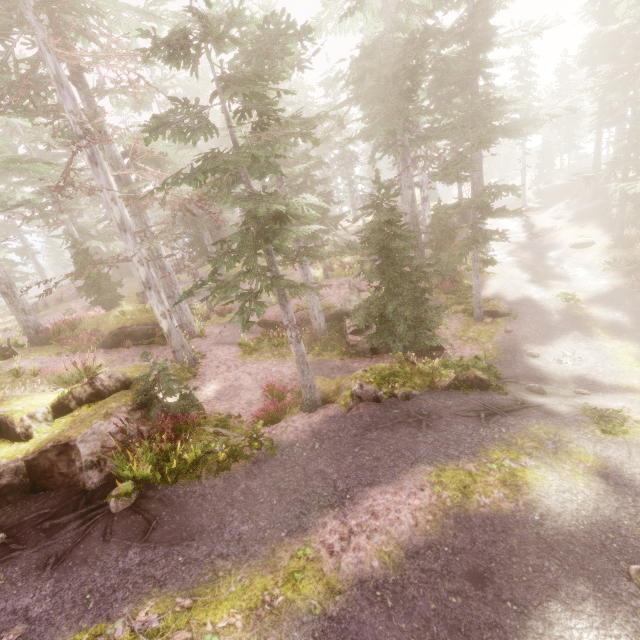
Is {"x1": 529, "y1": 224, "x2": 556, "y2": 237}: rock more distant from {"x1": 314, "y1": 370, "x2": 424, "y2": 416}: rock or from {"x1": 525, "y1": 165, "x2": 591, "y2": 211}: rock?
{"x1": 314, "y1": 370, "x2": 424, "y2": 416}: rock

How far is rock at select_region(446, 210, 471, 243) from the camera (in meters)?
30.25

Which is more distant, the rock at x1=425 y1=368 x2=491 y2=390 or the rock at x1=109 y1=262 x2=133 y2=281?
the rock at x1=109 y1=262 x2=133 y2=281

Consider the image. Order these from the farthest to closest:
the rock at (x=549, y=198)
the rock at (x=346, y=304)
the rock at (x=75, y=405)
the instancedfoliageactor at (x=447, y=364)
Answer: the rock at (x=549, y=198)
the rock at (x=346, y=304)
the instancedfoliageactor at (x=447, y=364)
the rock at (x=75, y=405)

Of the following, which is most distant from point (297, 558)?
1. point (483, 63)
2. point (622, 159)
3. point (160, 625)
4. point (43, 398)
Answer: point (622, 159)

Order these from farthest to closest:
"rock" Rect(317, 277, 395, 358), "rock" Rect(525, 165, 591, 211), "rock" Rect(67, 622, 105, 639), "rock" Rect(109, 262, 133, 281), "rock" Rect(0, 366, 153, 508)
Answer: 1. "rock" Rect(109, 262, 133, 281)
2. "rock" Rect(525, 165, 591, 211)
3. "rock" Rect(317, 277, 395, 358)
4. "rock" Rect(0, 366, 153, 508)
5. "rock" Rect(67, 622, 105, 639)

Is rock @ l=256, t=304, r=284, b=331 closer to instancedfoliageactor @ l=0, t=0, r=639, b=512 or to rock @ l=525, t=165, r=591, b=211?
instancedfoliageactor @ l=0, t=0, r=639, b=512

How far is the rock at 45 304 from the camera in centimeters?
3167cm
